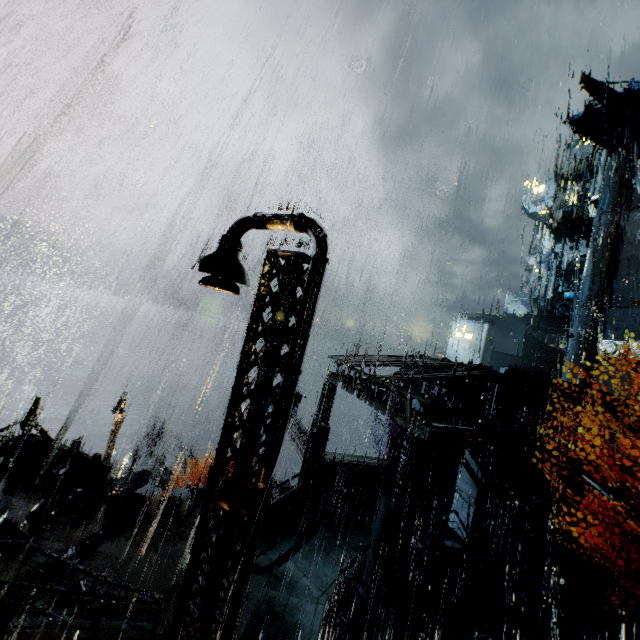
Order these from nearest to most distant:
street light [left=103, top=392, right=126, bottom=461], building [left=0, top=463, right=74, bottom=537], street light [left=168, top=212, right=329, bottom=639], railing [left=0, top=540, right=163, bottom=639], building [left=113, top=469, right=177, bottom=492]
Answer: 1. street light [left=168, top=212, right=329, bottom=639]
2. railing [left=0, top=540, right=163, bottom=639]
3. building [left=0, top=463, right=74, bottom=537]
4. street light [left=103, top=392, right=126, bottom=461]
5. building [left=113, top=469, right=177, bottom=492]

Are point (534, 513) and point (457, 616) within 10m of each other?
yes

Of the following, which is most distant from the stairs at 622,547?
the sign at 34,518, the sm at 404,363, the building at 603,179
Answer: the sign at 34,518

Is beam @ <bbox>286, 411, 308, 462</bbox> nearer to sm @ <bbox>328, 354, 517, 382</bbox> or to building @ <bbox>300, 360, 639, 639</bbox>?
building @ <bbox>300, 360, 639, 639</bbox>

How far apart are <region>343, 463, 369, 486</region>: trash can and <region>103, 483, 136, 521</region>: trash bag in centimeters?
1043cm

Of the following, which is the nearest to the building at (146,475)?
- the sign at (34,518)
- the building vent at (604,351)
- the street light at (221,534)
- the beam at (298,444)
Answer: the beam at (298,444)

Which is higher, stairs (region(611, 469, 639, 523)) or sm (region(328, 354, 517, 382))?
sm (region(328, 354, 517, 382))

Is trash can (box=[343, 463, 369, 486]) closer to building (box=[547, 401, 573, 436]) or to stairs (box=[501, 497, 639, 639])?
building (box=[547, 401, 573, 436])
